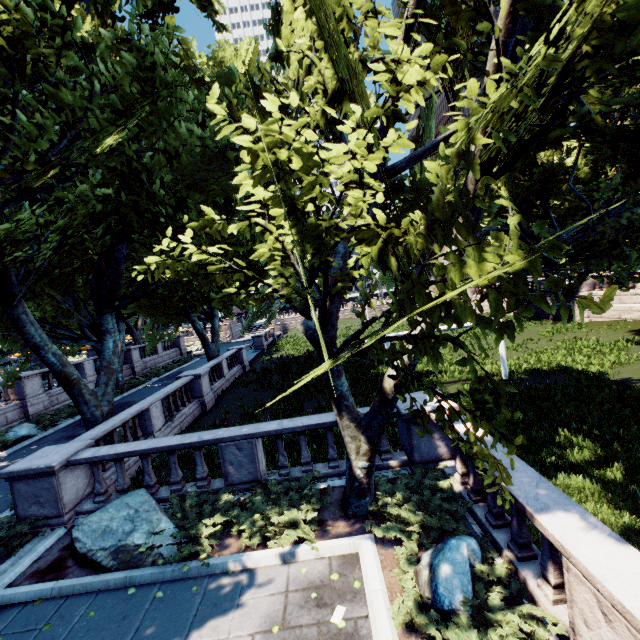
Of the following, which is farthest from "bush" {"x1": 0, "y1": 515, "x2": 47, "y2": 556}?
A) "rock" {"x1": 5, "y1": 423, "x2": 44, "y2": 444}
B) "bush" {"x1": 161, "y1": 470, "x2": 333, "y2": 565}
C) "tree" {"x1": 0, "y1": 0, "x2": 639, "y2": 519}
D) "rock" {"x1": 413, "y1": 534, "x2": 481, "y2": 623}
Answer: "rock" {"x1": 413, "y1": 534, "x2": 481, "y2": 623}

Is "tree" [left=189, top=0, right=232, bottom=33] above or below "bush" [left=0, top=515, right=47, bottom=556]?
above

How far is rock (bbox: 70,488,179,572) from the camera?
6.5m

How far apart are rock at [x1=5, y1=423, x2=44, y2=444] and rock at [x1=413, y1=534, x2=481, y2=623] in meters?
19.4

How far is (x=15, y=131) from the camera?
6.0 meters

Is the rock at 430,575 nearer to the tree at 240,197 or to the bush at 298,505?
the tree at 240,197

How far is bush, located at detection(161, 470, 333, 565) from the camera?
6.5m

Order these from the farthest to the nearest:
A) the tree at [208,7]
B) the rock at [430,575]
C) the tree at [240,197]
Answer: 1. the tree at [208,7]
2. the rock at [430,575]
3. the tree at [240,197]
